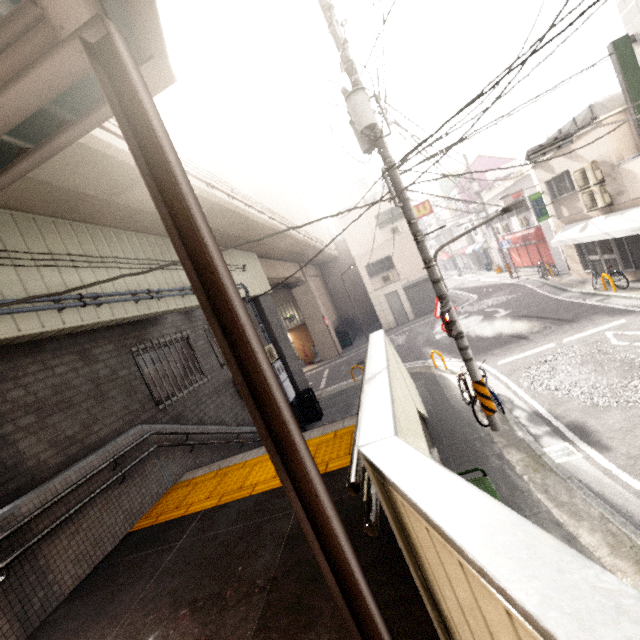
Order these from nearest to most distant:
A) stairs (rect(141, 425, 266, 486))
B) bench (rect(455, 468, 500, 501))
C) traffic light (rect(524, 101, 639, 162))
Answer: bench (rect(455, 468, 500, 501)) → stairs (rect(141, 425, 266, 486)) → traffic light (rect(524, 101, 639, 162))

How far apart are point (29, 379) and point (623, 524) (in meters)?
7.92

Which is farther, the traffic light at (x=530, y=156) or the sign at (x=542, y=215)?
the sign at (x=542, y=215)

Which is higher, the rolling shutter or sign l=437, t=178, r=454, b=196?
sign l=437, t=178, r=454, b=196

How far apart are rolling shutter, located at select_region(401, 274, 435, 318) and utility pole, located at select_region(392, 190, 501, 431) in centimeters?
1629cm

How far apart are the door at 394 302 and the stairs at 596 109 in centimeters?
1153cm

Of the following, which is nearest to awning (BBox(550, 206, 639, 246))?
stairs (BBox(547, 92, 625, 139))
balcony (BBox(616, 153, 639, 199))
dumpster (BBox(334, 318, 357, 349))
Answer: balcony (BBox(616, 153, 639, 199))

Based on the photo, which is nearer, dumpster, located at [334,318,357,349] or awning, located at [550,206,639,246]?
awning, located at [550,206,639,246]
